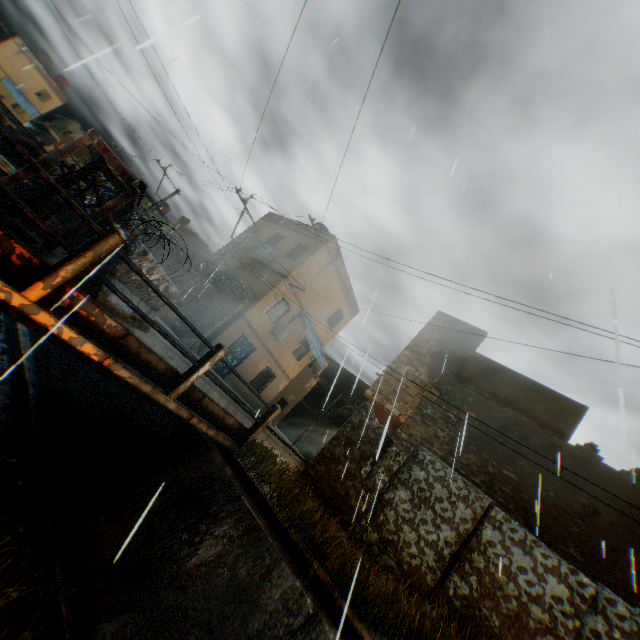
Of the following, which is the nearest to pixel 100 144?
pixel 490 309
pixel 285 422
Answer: pixel 490 309

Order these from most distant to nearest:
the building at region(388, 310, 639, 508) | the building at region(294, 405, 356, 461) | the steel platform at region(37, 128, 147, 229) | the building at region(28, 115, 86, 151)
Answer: the building at region(28, 115, 86, 151) → the building at region(294, 405, 356, 461) → the building at region(388, 310, 639, 508) → the steel platform at region(37, 128, 147, 229)

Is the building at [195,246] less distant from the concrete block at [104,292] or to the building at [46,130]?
the concrete block at [104,292]

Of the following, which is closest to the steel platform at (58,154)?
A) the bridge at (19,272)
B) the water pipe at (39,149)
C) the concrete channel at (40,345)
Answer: the bridge at (19,272)

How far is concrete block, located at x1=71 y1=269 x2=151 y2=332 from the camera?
4.5m

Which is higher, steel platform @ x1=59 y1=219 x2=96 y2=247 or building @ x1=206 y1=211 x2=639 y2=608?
building @ x1=206 y1=211 x2=639 y2=608

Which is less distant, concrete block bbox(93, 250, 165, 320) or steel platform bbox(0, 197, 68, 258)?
steel platform bbox(0, 197, 68, 258)

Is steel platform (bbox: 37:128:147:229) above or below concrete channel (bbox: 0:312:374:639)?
above
